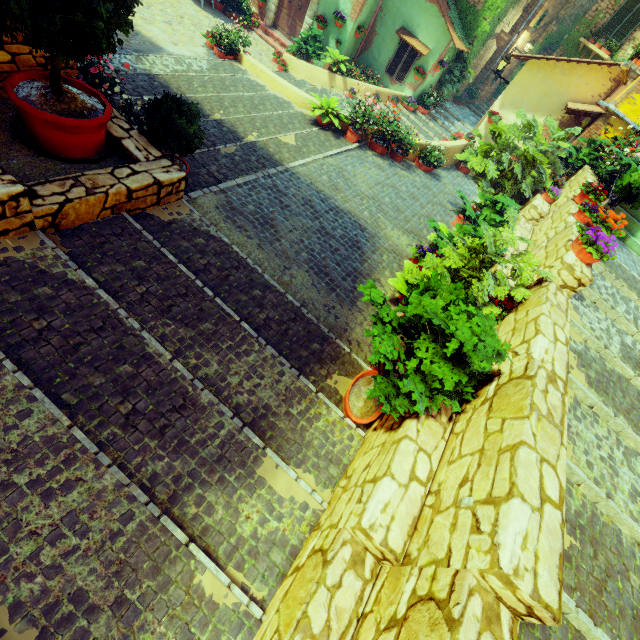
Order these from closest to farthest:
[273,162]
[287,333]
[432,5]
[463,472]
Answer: [463,472], [287,333], [273,162], [432,5]

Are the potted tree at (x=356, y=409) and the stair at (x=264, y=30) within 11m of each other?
no

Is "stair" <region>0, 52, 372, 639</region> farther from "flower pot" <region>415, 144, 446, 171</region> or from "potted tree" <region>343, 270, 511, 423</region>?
"flower pot" <region>415, 144, 446, 171</region>

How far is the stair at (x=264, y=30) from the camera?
13.38m

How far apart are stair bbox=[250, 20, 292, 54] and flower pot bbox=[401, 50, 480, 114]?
5.81m

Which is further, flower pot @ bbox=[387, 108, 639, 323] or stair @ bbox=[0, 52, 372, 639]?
flower pot @ bbox=[387, 108, 639, 323]

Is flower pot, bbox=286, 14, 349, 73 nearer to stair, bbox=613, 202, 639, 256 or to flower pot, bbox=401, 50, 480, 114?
flower pot, bbox=401, 50, 480, 114

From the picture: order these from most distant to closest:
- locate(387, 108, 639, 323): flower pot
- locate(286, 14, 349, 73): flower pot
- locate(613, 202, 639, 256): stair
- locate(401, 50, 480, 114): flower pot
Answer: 1. locate(401, 50, 480, 114): flower pot
2. locate(286, 14, 349, 73): flower pot
3. locate(613, 202, 639, 256): stair
4. locate(387, 108, 639, 323): flower pot
